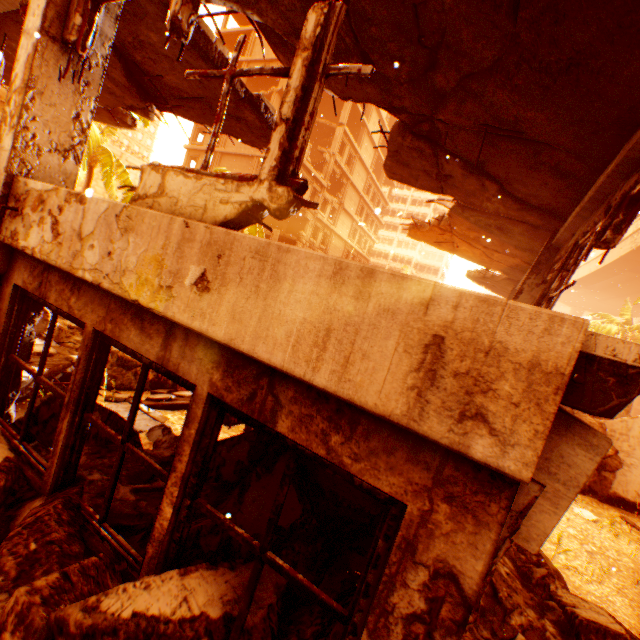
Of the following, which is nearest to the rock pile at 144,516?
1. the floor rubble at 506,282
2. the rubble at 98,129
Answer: the rubble at 98,129

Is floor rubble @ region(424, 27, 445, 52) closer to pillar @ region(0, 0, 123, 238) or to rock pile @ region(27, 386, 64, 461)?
pillar @ region(0, 0, 123, 238)

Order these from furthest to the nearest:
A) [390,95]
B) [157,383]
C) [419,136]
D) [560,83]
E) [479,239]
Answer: [479,239], [157,383], [419,136], [390,95], [560,83]

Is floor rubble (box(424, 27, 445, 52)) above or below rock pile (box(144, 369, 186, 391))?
above

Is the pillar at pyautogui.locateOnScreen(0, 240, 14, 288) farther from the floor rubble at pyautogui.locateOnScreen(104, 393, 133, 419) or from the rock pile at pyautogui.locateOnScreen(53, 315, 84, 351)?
the floor rubble at pyautogui.locateOnScreen(104, 393, 133, 419)

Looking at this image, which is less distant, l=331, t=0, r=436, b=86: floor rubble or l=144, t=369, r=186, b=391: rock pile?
l=331, t=0, r=436, b=86: floor rubble

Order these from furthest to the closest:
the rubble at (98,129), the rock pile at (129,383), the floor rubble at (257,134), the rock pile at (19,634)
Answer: the rubble at (98,129), the rock pile at (129,383), the floor rubble at (257,134), the rock pile at (19,634)

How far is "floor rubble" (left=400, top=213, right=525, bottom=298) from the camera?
9.3m
